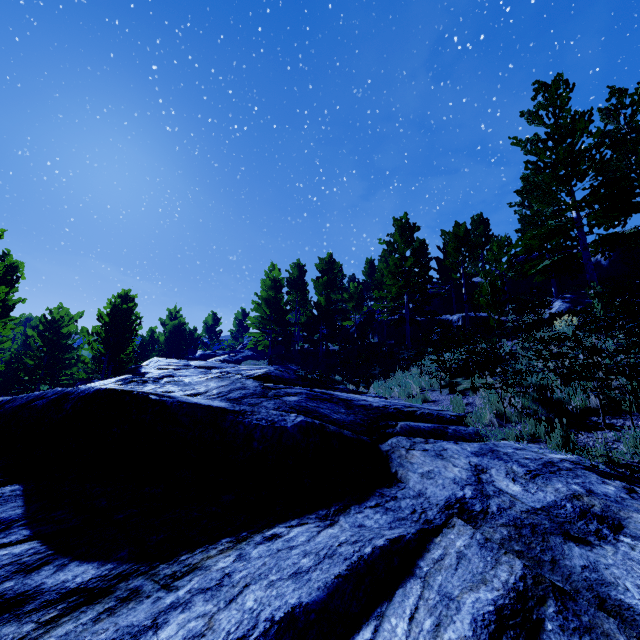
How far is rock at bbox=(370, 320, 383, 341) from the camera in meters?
29.5

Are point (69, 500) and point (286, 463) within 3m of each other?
yes

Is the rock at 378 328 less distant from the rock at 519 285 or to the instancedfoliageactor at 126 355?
the instancedfoliageactor at 126 355

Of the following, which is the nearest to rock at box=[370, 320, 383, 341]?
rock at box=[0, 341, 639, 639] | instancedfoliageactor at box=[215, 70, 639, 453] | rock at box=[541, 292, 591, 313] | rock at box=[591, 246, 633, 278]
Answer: instancedfoliageactor at box=[215, 70, 639, 453]

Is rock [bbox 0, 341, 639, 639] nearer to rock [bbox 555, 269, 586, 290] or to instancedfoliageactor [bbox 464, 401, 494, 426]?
instancedfoliageactor [bbox 464, 401, 494, 426]

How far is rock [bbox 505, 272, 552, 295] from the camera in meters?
24.8 m

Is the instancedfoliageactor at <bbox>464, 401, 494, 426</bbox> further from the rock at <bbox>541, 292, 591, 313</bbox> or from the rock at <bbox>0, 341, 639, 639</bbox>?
the rock at <bbox>541, 292, 591, 313</bbox>

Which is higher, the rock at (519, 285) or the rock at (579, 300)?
the rock at (519, 285)
